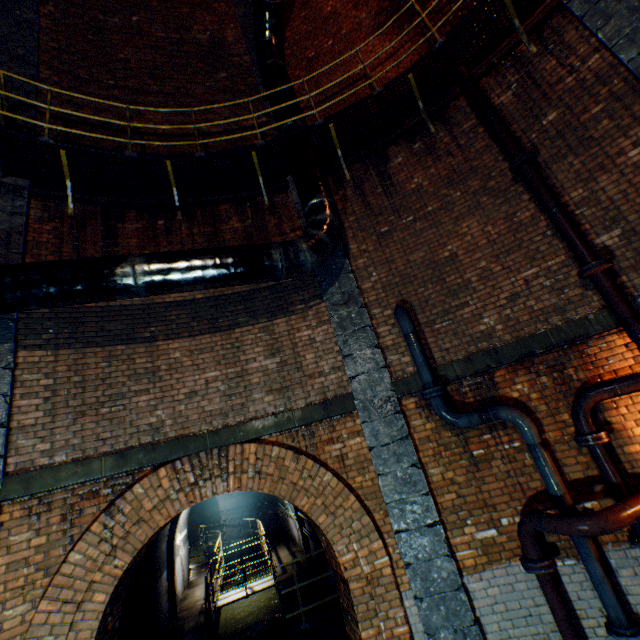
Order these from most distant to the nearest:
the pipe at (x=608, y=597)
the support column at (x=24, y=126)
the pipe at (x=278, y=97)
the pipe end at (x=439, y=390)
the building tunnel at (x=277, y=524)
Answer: the building tunnel at (x=277, y=524) < the pipe at (x=278, y=97) < the support column at (x=24, y=126) < the pipe end at (x=439, y=390) < the pipe at (x=608, y=597)

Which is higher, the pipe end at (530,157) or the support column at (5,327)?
the pipe end at (530,157)

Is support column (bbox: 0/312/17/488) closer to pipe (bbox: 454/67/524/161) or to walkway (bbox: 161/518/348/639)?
walkway (bbox: 161/518/348/639)

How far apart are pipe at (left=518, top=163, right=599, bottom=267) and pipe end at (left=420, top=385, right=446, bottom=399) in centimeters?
254cm

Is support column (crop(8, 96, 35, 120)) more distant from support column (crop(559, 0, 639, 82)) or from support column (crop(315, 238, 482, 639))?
support column (crop(559, 0, 639, 82))

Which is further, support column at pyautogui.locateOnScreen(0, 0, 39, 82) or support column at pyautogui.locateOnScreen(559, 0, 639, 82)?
support column at pyautogui.locateOnScreen(0, 0, 39, 82)

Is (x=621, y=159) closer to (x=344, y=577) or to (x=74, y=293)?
(x=344, y=577)

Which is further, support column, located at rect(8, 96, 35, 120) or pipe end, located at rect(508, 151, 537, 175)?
support column, located at rect(8, 96, 35, 120)
